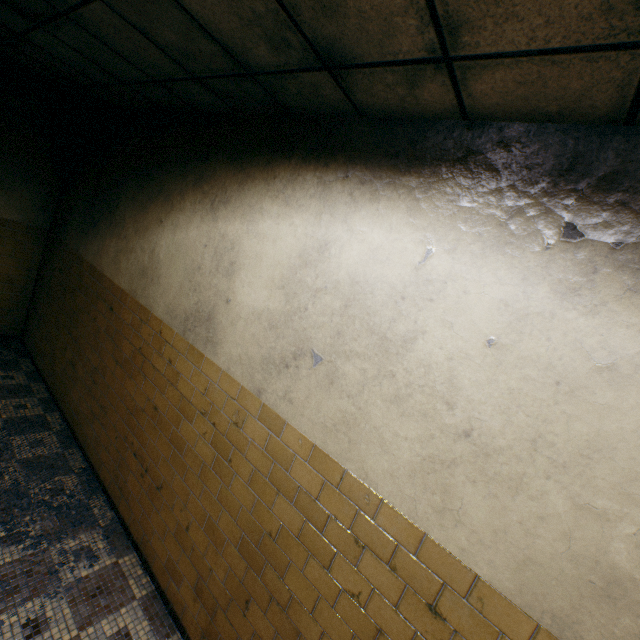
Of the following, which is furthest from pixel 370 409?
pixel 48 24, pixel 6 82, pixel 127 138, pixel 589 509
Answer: pixel 6 82
